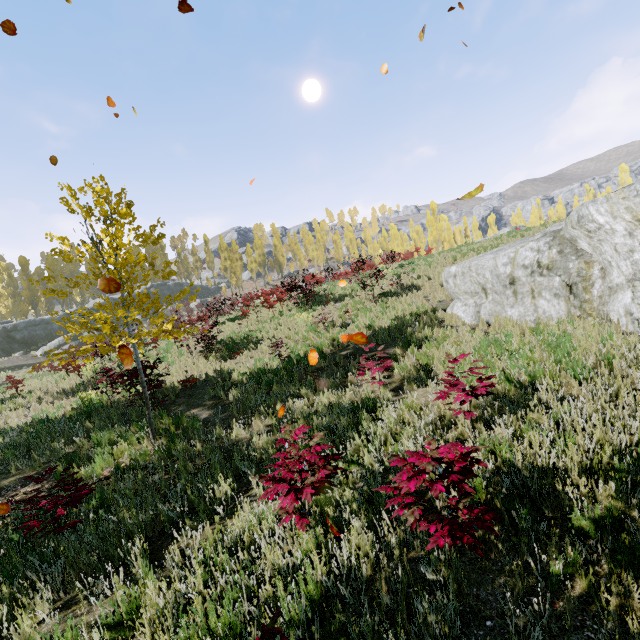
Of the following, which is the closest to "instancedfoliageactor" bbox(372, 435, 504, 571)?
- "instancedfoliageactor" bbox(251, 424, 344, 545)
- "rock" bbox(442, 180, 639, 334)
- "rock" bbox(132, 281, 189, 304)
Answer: "rock" bbox(132, 281, 189, 304)

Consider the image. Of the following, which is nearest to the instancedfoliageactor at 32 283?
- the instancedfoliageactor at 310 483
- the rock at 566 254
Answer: the instancedfoliageactor at 310 483

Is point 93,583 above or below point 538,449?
below

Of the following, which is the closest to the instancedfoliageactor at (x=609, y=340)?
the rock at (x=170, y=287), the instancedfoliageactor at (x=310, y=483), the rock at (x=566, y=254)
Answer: the rock at (x=170, y=287)

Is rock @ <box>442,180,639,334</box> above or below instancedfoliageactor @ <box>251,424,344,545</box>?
above

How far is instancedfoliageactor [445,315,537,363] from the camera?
7.12m

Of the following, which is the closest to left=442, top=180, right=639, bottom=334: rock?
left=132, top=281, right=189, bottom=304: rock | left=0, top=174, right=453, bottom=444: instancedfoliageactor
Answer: left=0, top=174, right=453, bottom=444: instancedfoliageactor
